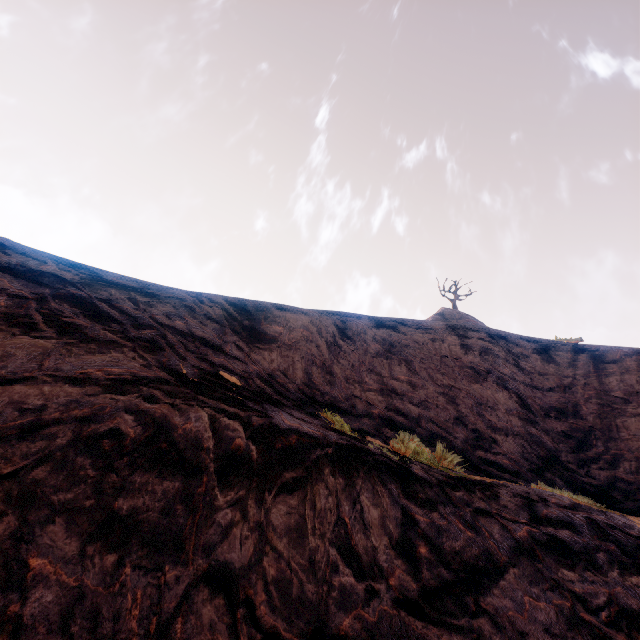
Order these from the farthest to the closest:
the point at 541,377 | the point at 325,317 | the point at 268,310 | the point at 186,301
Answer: the point at 541,377, the point at 325,317, the point at 268,310, the point at 186,301
